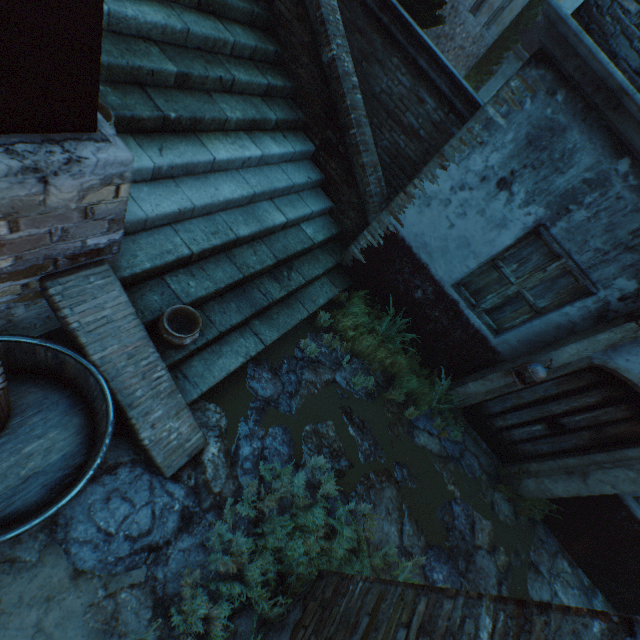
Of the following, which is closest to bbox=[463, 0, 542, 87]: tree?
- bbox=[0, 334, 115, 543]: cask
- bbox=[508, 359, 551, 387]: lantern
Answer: bbox=[508, 359, 551, 387]: lantern

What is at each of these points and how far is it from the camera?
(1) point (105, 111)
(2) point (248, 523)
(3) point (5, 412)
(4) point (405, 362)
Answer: (1) ceramic pot, 2.6m
(2) ground stones, 3.1m
(3) wicker basket, 2.2m
(4) plants, 5.2m

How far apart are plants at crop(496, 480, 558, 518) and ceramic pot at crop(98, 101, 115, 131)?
6.9m

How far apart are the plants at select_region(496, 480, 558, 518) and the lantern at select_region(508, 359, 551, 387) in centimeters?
192cm

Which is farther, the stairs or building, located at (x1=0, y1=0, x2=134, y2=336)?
the stairs

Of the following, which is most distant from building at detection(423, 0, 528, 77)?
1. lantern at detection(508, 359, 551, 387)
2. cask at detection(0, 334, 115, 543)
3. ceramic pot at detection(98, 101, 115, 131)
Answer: lantern at detection(508, 359, 551, 387)

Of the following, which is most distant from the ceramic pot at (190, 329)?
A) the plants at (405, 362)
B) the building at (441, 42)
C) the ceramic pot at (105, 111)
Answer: the building at (441, 42)

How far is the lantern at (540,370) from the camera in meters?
4.1
